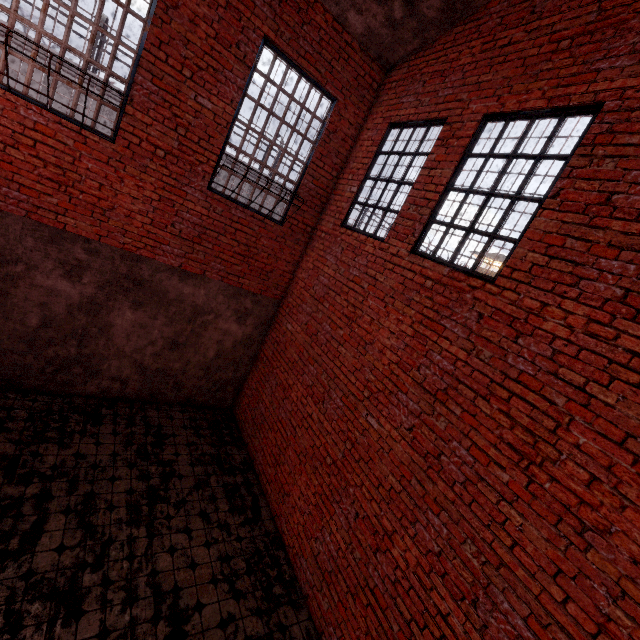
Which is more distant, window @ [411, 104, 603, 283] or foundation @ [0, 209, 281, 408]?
foundation @ [0, 209, 281, 408]

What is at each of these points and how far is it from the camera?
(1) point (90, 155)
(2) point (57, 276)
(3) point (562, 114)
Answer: (1) trim, 4.7 meters
(2) foundation, 5.2 meters
(3) window, 3.5 meters

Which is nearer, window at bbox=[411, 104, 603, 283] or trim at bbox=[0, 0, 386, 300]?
window at bbox=[411, 104, 603, 283]

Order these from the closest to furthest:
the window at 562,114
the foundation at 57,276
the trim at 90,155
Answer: the window at 562,114
the trim at 90,155
the foundation at 57,276

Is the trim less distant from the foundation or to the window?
the foundation

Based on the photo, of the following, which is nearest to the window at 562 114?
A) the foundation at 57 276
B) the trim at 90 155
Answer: the trim at 90 155

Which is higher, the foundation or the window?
the window
